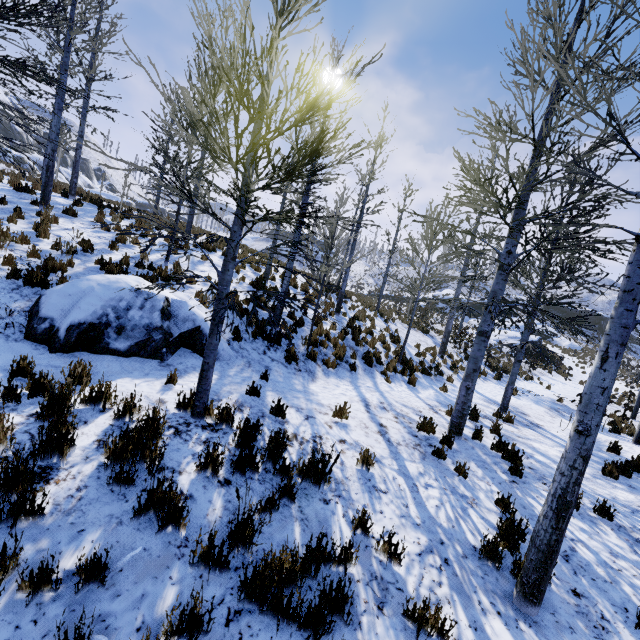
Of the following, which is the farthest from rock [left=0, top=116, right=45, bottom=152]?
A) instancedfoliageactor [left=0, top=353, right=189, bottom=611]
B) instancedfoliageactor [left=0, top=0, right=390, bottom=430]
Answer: instancedfoliageactor [left=0, top=353, right=189, bottom=611]

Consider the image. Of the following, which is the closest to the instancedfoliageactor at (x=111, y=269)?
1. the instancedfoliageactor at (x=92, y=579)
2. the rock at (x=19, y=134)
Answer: the instancedfoliageactor at (x=92, y=579)

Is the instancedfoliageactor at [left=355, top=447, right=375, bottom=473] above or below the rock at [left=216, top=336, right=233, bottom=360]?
below

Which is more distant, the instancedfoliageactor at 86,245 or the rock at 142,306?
the instancedfoliageactor at 86,245

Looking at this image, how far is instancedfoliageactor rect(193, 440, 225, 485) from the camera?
3.65m

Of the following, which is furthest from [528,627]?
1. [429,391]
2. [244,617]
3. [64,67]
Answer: [64,67]

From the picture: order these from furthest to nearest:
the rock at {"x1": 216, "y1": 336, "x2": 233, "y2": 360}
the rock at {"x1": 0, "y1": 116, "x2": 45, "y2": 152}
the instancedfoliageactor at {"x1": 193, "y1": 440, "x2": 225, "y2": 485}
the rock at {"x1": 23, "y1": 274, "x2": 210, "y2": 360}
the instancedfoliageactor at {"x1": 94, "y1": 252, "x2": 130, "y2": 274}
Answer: the rock at {"x1": 0, "y1": 116, "x2": 45, "y2": 152} → the instancedfoliageactor at {"x1": 94, "y1": 252, "x2": 130, "y2": 274} → the rock at {"x1": 216, "y1": 336, "x2": 233, "y2": 360} → the rock at {"x1": 23, "y1": 274, "x2": 210, "y2": 360} → the instancedfoliageactor at {"x1": 193, "y1": 440, "x2": 225, "y2": 485}

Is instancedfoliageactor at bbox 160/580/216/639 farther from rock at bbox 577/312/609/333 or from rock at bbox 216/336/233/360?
rock at bbox 577/312/609/333
